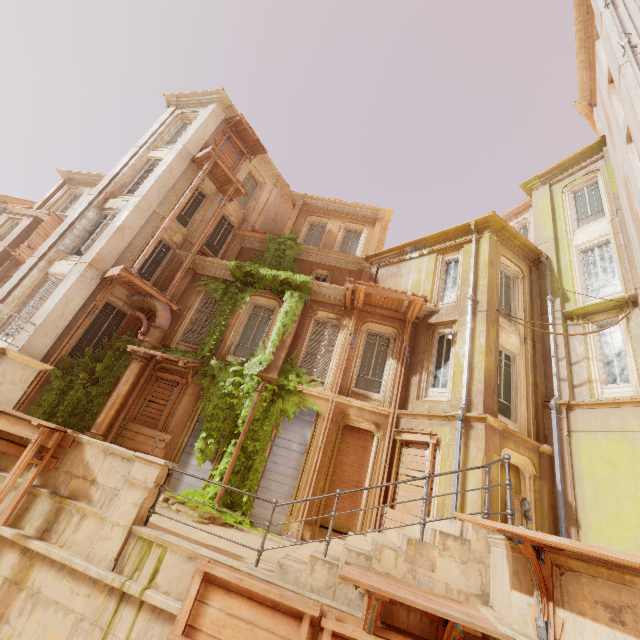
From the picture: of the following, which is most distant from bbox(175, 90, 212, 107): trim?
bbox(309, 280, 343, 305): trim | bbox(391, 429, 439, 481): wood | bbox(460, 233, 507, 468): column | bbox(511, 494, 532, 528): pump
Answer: bbox(511, 494, 532, 528): pump

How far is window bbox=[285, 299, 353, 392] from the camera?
12.4m

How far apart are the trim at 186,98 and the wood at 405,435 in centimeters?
1909cm

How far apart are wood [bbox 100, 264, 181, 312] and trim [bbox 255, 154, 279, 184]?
11.4m

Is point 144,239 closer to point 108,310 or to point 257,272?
point 108,310

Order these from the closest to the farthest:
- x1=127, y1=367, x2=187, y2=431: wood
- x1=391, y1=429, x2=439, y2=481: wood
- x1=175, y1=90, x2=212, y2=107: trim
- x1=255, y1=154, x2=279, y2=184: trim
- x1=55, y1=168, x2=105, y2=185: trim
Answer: x1=391, y1=429, x2=439, y2=481: wood, x1=127, y1=367, x2=187, y2=431: wood, x1=175, y1=90, x2=212, y2=107: trim, x1=255, y1=154, x2=279, y2=184: trim, x1=55, y1=168, x2=105, y2=185: trim

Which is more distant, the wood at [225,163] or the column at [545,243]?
the wood at [225,163]

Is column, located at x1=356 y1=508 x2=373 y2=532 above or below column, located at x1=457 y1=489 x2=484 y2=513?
below
